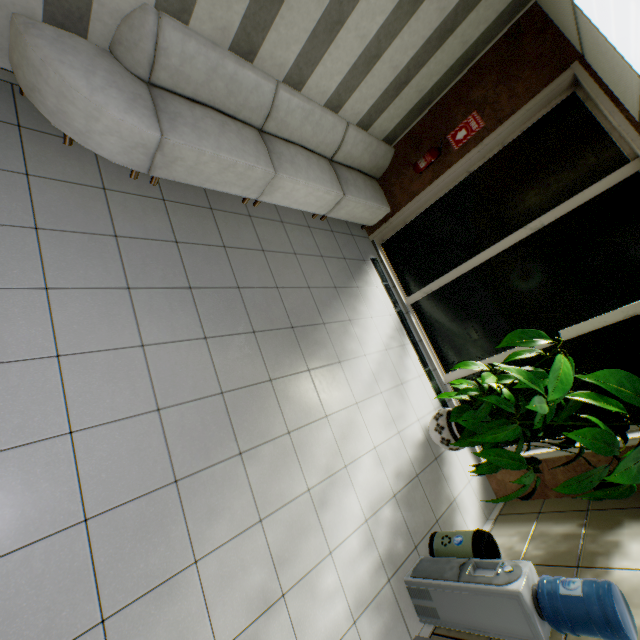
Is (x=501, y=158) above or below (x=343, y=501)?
above

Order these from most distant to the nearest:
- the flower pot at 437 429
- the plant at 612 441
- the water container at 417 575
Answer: the flower pot at 437 429, the plant at 612 441, the water container at 417 575

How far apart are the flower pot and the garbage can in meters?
0.9 m

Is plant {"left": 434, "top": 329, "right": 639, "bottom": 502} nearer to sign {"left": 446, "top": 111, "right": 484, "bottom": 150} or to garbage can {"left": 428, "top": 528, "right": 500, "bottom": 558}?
garbage can {"left": 428, "top": 528, "right": 500, "bottom": 558}

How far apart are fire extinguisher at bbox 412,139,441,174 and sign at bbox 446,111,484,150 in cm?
16

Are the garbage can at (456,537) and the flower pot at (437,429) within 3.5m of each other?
yes

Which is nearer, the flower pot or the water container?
the water container

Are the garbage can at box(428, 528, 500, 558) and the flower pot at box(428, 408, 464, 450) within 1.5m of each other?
yes
